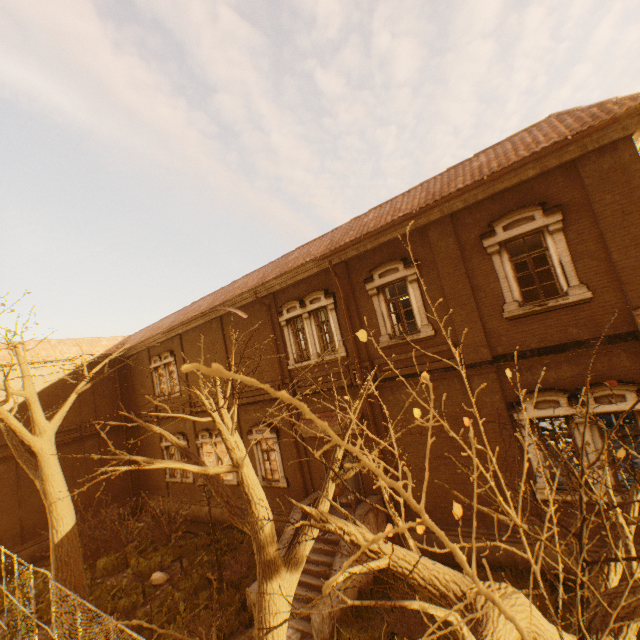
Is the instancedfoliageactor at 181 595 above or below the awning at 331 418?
below

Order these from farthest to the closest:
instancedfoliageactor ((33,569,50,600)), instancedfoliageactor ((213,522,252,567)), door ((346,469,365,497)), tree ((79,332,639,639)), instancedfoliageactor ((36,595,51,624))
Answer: instancedfoliageactor ((33,569,50,600)) → instancedfoliageactor ((213,522,252,567)) → instancedfoliageactor ((36,595,51,624)) → door ((346,469,365,497)) → tree ((79,332,639,639))

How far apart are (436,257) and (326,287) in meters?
4.5 m

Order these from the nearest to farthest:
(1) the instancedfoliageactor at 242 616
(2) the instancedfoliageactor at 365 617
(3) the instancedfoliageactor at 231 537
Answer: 1. (2) the instancedfoliageactor at 365 617
2. (1) the instancedfoliageactor at 242 616
3. (3) the instancedfoliageactor at 231 537

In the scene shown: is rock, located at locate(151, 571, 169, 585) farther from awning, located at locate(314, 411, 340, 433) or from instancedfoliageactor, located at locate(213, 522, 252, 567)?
awning, located at locate(314, 411, 340, 433)

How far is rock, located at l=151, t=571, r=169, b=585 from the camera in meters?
12.7

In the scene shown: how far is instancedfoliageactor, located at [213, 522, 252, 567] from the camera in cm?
1325

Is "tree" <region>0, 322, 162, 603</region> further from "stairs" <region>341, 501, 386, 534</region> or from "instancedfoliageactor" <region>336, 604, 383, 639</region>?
"stairs" <region>341, 501, 386, 534</region>
